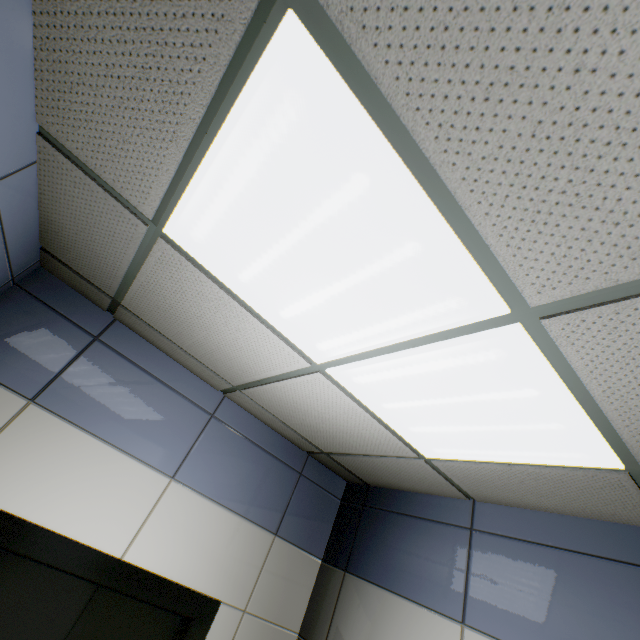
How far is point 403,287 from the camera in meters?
1.1

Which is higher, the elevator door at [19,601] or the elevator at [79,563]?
the elevator at [79,563]

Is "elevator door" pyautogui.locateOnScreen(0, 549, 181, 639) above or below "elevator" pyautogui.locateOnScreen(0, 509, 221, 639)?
below
